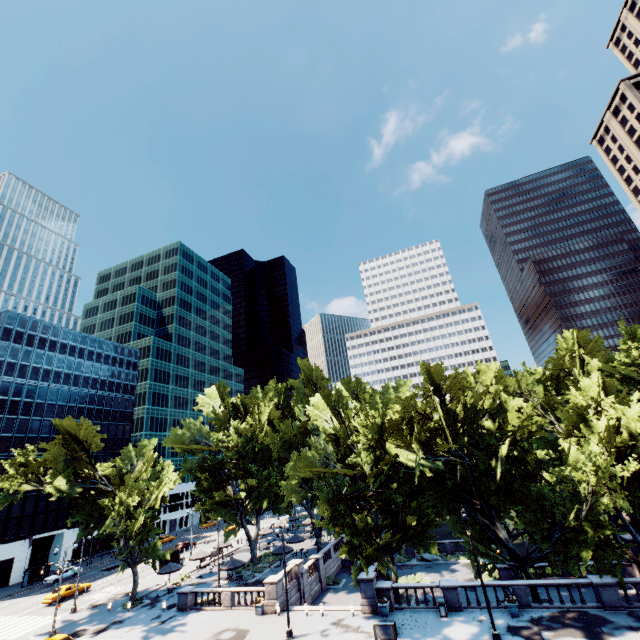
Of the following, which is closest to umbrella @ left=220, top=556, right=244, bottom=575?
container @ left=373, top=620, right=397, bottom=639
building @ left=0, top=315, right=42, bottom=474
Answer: container @ left=373, top=620, right=397, bottom=639

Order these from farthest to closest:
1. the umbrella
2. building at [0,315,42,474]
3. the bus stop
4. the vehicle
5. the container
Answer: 1. building at [0,315,42,474]
2. the bus stop
3. the vehicle
4. the umbrella
5. the container

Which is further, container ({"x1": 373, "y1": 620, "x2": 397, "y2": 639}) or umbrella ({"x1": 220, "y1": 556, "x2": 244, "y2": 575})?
umbrella ({"x1": 220, "y1": 556, "x2": 244, "y2": 575})

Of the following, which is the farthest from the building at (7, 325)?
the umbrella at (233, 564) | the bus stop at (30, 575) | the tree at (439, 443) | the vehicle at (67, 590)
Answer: the umbrella at (233, 564)

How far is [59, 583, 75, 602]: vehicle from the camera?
40.09m

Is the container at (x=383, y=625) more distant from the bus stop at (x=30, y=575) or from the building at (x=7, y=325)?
the building at (x=7, y=325)

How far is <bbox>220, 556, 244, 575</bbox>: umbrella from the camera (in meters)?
35.94

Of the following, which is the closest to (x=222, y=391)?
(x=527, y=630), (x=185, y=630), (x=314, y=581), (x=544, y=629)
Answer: (x=314, y=581)
